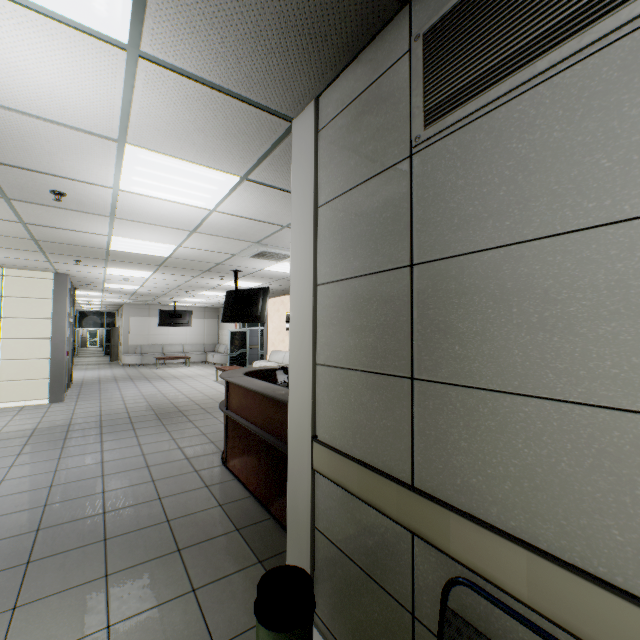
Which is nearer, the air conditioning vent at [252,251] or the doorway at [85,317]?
the air conditioning vent at [252,251]

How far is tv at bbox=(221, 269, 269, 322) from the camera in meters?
7.4

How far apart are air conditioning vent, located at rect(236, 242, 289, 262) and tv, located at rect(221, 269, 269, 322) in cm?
108

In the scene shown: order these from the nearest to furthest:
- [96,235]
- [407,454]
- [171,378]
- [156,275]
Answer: [407,454]
[96,235]
[156,275]
[171,378]

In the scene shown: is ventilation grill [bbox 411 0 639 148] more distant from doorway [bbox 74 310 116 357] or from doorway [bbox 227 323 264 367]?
doorway [bbox 74 310 116 357]

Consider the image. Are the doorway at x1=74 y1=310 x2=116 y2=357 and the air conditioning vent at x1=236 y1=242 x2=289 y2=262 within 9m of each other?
no

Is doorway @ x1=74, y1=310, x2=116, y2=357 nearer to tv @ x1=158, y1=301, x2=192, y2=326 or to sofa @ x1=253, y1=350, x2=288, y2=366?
tv @ x1=158, y1=301, x2=192, y2=326

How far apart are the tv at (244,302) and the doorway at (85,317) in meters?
19.1
